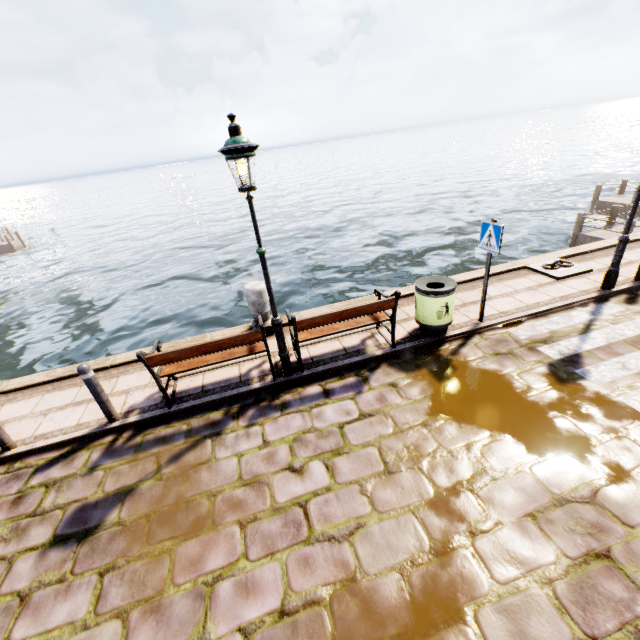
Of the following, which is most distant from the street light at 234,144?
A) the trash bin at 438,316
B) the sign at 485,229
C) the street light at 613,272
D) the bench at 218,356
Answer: the street light at 613,272

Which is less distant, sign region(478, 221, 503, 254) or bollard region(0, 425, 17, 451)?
bollard region(0, 425, 17, 451)

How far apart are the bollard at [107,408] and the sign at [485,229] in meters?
6.7 m

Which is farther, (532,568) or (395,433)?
(395,433)

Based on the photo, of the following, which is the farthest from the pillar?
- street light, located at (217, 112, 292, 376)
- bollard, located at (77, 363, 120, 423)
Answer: bollard, located at (77, 363, 120, 423)

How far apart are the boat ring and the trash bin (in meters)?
3.35

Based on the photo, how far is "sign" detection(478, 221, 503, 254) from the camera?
5.32m

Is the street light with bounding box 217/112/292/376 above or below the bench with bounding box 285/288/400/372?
above
